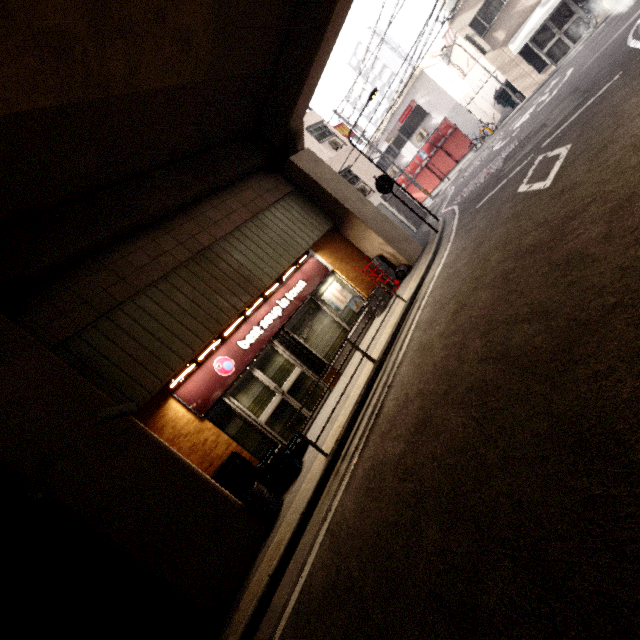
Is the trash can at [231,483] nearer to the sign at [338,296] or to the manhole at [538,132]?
the sign at [338,296]

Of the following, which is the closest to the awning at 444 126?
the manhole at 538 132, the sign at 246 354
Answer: the manhole at 538 132

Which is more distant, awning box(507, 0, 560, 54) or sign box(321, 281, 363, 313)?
awning box(507, 0, 560, 54)

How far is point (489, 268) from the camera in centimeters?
538cm

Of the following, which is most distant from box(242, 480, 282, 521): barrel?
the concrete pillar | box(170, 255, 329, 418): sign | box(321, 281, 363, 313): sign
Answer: box(321, 281, 363, 313): sign

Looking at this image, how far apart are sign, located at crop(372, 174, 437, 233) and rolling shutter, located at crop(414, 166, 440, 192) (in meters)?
14.21

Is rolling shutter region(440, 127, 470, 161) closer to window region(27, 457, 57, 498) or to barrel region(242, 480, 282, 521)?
barrel region(242, 480, 282, 521)

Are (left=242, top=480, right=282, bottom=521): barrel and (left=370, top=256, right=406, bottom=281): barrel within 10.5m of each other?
yes
